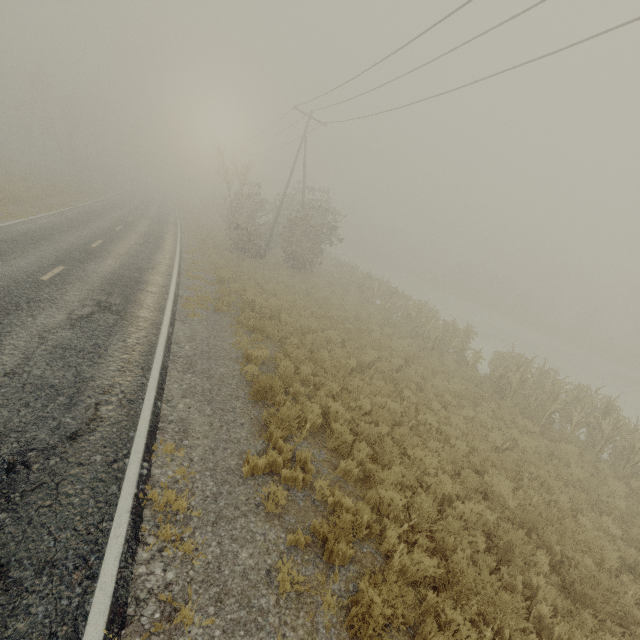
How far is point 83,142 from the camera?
43.22m
